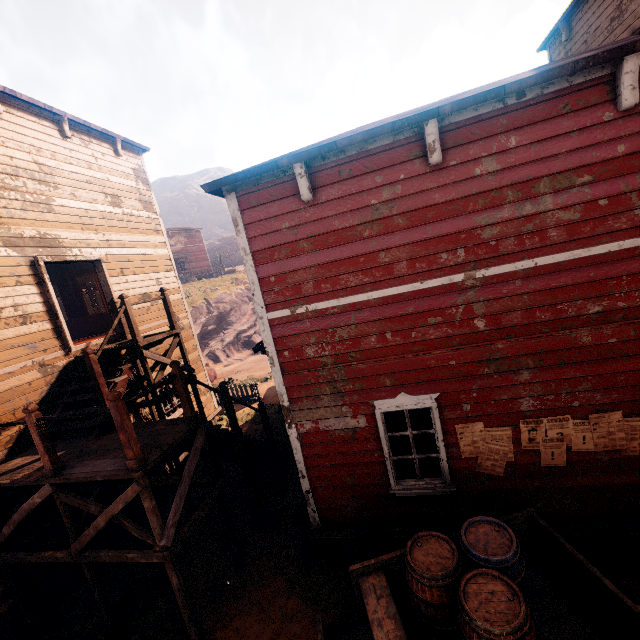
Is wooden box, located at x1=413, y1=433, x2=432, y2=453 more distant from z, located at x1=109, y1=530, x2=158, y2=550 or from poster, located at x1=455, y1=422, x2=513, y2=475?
z, located at x1=109, y1=530, x2=158, y2=550

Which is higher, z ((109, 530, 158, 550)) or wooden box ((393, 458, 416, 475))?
wooden box ((393, 458, 416, 475))

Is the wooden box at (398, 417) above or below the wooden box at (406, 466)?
above

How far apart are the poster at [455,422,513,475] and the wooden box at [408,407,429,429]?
0.5 meters

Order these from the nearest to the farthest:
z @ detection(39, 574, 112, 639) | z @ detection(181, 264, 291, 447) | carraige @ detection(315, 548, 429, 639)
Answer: carraige @ detection(315, 548, 429, 639), z @ detection(39, 574, 112, 639), z @ detection(181, 264, 291, 447)

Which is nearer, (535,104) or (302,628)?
(535,104)

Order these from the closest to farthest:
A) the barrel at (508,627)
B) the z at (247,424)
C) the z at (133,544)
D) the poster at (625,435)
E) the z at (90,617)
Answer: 1. the barrel at (508,627)
2. the poster at (625,435)
3. the z at (90,617)
4. the z at (133,544)
5. the z at (247,424)

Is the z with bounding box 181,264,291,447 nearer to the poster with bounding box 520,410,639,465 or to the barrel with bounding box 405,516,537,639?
the barrel with bounding box 405,516,537,639
